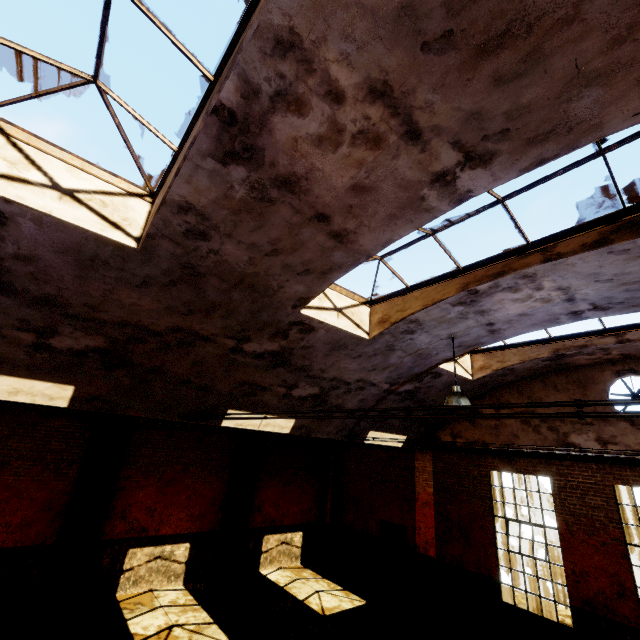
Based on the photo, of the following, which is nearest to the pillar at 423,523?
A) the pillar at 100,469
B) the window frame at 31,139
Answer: the pillar at 100,469

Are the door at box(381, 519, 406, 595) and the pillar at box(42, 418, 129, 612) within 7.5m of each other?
no

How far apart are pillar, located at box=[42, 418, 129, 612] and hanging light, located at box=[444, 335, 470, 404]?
9.93m

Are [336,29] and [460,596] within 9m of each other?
no

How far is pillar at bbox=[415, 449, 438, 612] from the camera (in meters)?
10.98

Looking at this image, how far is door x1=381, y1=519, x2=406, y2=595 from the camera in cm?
1198

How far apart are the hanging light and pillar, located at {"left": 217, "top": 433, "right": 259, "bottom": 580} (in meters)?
8.78

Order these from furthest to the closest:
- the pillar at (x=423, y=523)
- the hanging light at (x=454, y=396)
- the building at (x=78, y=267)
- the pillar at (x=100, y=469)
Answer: the pillar at (x=423, y=523), the pillar at (x=100, y=469), the hanging light at (x=454, y=396), the building at (x=78, y=267)
